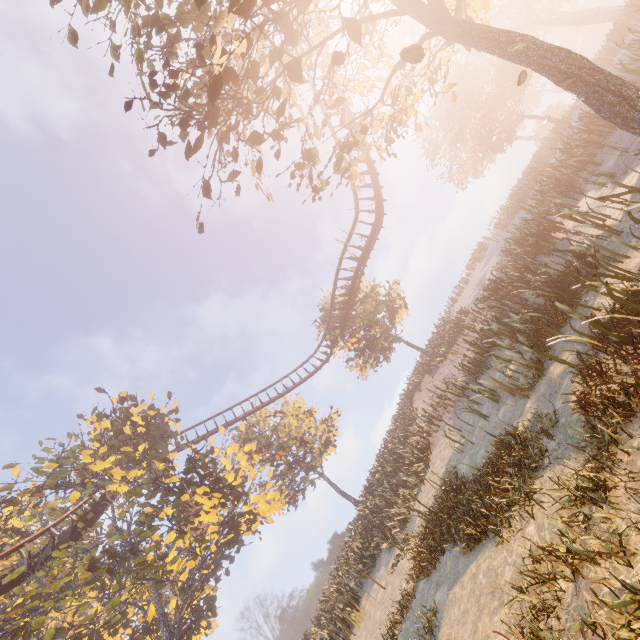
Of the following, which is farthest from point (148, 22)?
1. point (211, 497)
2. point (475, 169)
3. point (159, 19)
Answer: point (475, 169)

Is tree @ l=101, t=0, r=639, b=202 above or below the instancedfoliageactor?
below

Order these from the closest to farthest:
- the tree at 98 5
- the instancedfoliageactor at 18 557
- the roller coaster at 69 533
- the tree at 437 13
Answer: the tree at 437 13
the tree at 98 5
the instancedfoliageactor at 18 557
the roller coaster at 69 533

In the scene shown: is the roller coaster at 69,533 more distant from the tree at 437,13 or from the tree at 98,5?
the tree at 98,5

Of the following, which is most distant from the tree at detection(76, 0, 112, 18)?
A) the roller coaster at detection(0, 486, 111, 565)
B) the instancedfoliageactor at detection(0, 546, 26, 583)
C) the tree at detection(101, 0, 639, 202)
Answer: the instancedfoliageactor at detection(0, 546, 26, 583)

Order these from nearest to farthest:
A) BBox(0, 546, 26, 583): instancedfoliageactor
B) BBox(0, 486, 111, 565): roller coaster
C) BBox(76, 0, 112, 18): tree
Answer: BBox(76, 0, 112, 18): tree < BBox(0, 546, 26, 583): instancedfoliageactor < BBox(0, 486, 111, 565): roller coaster

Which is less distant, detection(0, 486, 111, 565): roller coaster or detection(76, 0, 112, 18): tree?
detection(76, 0, 112, 18): tree
